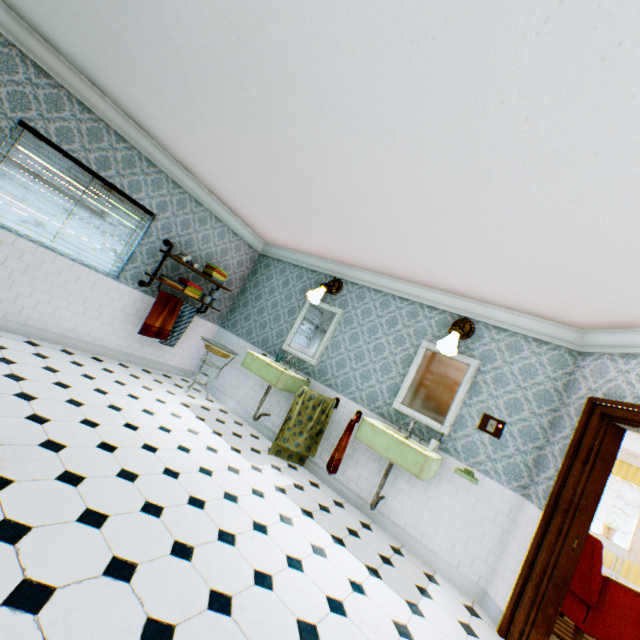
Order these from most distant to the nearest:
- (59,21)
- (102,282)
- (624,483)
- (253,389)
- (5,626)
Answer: (624,483)
(253,389)
(102,282)
(59,21)
(5,626)

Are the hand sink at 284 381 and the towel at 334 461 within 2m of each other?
yes

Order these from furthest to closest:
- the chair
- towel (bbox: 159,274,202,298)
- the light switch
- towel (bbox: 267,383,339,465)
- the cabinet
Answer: the cabinet
towel (bbox: 159,274,202,298)
towel (bbox: 267,383,339,465)
the light switch
the chair

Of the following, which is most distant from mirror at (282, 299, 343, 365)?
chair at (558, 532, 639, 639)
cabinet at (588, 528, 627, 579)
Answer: cabinet at (588, 528, 627, 579)

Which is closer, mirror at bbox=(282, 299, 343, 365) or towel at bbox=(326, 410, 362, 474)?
towel at bbox=(326, 410, 362, 474)

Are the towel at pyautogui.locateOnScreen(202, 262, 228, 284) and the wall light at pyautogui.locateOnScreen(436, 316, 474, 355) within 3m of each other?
no

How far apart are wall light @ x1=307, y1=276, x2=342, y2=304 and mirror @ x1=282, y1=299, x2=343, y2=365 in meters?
0.2

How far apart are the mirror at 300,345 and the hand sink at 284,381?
0.12m
